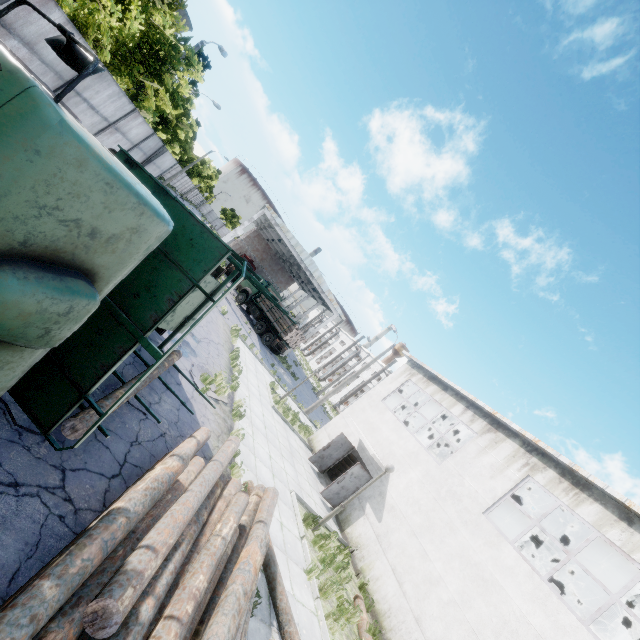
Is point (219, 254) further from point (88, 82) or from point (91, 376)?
point (88, 82)

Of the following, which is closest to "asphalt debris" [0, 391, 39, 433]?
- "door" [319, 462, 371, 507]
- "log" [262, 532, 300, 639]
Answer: "log" [262, 532, 300, 639]

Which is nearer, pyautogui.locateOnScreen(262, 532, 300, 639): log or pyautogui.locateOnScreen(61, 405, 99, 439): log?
pyautogui.locateOnScreen(61, 405, 99, 439): log

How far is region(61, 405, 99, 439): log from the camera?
4.4 meters

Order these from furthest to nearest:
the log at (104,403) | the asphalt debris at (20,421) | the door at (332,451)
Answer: the door at (332,451) < the log at (104,403) < the asphalt debris at (20,421)

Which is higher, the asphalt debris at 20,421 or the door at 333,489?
the door at 333,489

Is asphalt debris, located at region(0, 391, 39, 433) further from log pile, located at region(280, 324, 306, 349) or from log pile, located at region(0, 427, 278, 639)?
log pile, located at region(280, 324, 306, 349)

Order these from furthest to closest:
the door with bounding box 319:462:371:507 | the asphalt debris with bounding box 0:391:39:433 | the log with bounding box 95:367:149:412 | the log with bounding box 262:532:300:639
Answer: the door with bounding box 319:462:371:507 < the log with bounding box 262:532:300:639 < the log with bounding box 95:367:149:412 < the asphalt debris with bounding box 0:391:39:433
